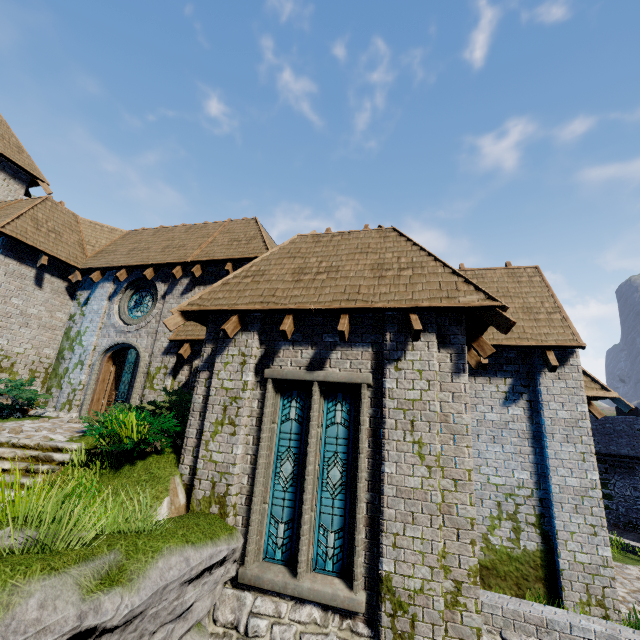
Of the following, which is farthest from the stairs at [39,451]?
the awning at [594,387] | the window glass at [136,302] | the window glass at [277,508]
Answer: the awning at [594,387]

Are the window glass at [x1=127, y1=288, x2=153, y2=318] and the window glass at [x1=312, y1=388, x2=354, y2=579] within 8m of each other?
→ no

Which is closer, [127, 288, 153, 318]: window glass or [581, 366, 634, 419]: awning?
[581, 366, 634, 419]: awning

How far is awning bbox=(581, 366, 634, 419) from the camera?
7.7m

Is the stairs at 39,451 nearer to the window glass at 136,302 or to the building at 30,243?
the building at 30,243

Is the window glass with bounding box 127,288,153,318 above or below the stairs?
above

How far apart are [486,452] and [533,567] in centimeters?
248cm

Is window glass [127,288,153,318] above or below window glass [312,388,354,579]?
above
